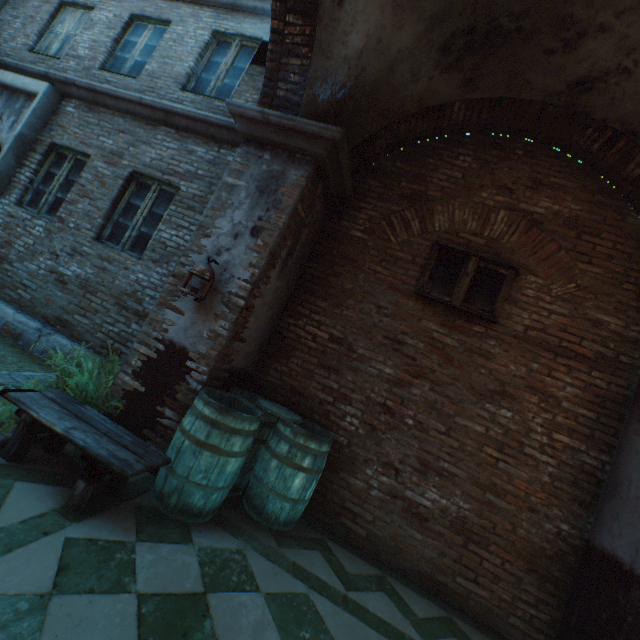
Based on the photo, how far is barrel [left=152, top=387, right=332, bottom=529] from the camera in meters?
2.7

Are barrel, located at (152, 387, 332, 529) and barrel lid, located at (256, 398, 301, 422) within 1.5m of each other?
yes

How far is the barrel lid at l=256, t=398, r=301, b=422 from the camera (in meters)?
3.39

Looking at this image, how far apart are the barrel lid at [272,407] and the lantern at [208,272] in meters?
1.3

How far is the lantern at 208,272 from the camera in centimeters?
322cm

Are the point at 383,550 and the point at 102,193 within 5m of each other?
no

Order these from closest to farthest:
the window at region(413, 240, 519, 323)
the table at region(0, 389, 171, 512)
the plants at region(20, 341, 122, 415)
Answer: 1. the table at region(0, 389, 171, 512)
2. the plants at region(20, 341, 122, 415)
3. the window at region(413, 240, 519, 323)

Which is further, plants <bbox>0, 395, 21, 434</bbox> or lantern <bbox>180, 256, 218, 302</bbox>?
lantern <bbox>180, 256, 218, 302</bbox>
